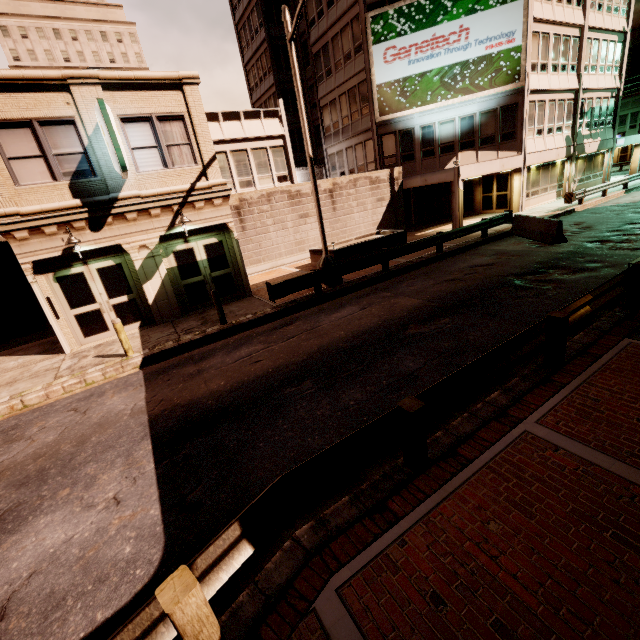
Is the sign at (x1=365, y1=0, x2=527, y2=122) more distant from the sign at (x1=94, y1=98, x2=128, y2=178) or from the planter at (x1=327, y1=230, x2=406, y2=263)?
the sign at (x1=94, y1=98, x2=128, y2=178)

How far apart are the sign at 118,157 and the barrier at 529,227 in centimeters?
1639cm

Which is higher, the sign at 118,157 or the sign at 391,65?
the sign at 391,65

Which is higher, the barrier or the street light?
the street light

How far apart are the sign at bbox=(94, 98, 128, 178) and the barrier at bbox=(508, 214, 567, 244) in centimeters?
1639cm

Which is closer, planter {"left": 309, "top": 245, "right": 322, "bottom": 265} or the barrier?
the barrier

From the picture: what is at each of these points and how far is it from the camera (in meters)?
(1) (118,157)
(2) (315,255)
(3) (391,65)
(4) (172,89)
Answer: (1) sign, 9.45
(2) planter, 17.52
(3) sign, 21.39
(4) building, 11.16

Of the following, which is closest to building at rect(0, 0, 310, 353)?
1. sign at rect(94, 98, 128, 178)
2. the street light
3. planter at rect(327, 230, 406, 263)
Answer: sign at rect(94, 98, 128, 178)
